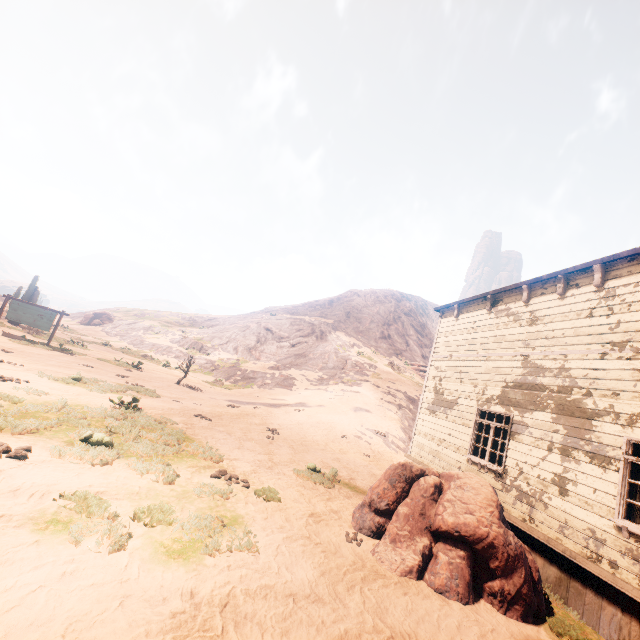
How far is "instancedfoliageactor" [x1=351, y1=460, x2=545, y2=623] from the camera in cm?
533

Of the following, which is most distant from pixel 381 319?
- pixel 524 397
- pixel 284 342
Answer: pixel 524 397

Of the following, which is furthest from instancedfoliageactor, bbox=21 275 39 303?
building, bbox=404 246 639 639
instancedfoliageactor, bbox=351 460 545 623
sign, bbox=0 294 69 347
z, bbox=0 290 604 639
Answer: instancedfoliageactor, bbox=351 460 545 623

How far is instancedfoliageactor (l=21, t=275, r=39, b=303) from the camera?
24.7m

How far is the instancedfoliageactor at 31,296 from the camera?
24.7 meters

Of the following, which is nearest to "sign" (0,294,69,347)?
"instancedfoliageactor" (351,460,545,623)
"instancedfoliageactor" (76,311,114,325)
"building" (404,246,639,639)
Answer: "building" (404,246,639,639)

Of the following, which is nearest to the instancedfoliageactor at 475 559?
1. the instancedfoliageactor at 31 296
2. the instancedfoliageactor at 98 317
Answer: the instancedfoliageactor at 31 296

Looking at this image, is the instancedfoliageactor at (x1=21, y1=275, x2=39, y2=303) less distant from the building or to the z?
the z
